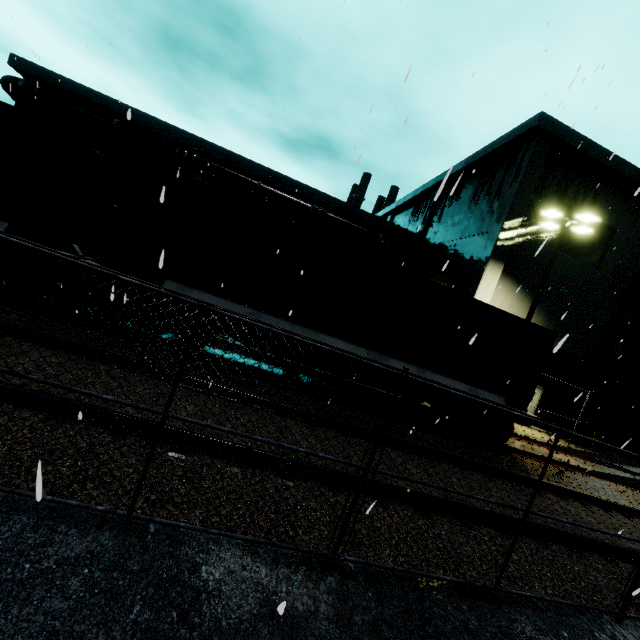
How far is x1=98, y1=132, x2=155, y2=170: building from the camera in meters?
22.7

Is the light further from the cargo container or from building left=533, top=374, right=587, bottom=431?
the cargo container

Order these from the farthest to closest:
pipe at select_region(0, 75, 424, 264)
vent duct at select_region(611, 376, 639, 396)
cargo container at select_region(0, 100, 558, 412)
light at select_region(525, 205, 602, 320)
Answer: pipe at select_region(0, 75, 424, 264), vent duct at select_region(611, 376, 639, 396), light at select_region(525, 205, 602, 320), cargo container at select_region(0, 100, 558, 412)

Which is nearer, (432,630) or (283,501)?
(432,630)

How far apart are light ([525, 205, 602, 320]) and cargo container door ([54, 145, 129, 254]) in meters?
16.1 m

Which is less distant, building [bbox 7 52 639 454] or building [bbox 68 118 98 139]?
building [bbox 7 52 639 454]

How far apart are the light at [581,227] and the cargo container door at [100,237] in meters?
16.1 m

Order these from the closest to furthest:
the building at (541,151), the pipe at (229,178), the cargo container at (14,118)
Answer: the cargo container at (14,118) → the building at (541,151) → the pipe at (229,178)
